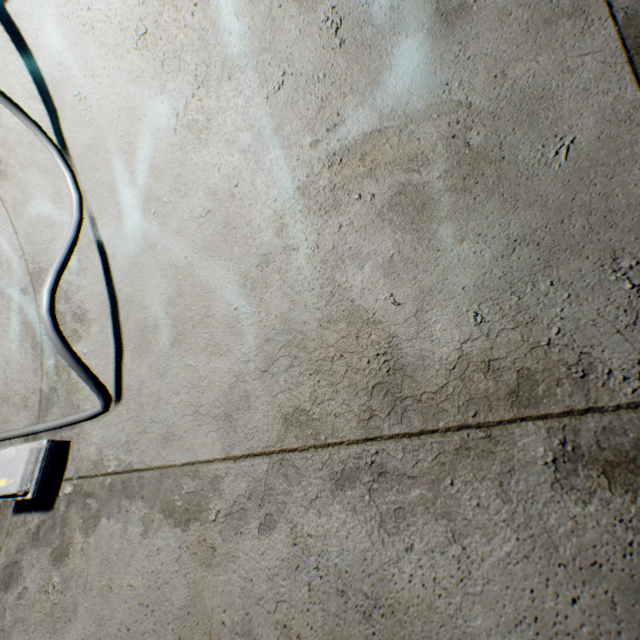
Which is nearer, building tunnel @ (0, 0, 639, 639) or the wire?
building tunnel @ (0, 0, 639, 639)

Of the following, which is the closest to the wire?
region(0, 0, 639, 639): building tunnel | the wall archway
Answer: region(0, 0, 639, 639): building tunnel

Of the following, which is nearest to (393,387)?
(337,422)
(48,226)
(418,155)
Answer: (337,422)

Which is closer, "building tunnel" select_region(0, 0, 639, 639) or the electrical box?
"building tunnel" select_region(0, 0, 639, 639)

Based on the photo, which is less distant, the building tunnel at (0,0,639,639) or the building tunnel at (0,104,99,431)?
the building tunnel at (0,0,639,639)

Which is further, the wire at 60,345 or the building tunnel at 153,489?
the wire at 60,345

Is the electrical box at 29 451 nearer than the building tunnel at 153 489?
No
